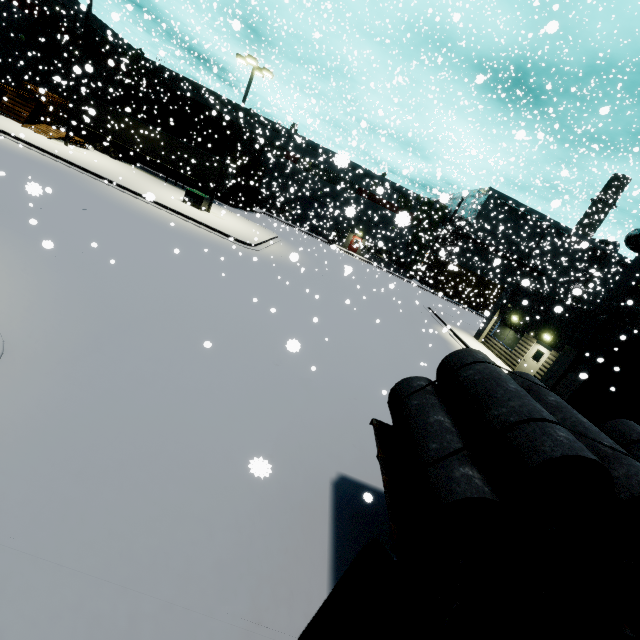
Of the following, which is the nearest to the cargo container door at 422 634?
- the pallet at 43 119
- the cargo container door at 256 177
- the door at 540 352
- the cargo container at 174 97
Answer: the cargo container at 174 97

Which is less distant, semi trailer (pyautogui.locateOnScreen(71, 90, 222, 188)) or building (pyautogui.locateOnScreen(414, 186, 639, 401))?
building (pyautogui.locateOnScreen(414, 186, 639, 401))

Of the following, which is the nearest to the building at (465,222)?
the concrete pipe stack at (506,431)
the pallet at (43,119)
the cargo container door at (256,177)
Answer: the pallet at (43,119)

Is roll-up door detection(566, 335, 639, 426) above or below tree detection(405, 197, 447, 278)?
below

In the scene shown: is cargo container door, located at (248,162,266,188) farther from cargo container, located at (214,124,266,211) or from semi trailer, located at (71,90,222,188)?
semi trailer, located at (71,90,222,188)

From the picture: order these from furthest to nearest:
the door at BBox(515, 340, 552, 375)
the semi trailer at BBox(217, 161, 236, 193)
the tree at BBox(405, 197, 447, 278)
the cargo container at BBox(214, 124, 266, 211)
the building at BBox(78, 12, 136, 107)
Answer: the tree at BBox(405, 197, 447, 278) < the cargo container at BBox(214, 124, 266, 211) < the building at BBox(78, 12, 136, 107) < the semi trailer at BBox(217, 161, 236, 193) < the door at BBox(515, 340, 552, 375)

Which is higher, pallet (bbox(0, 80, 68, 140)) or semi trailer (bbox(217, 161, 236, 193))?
semi trailer (bbox(217, 161, 236, 193))

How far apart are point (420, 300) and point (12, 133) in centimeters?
3161cm
